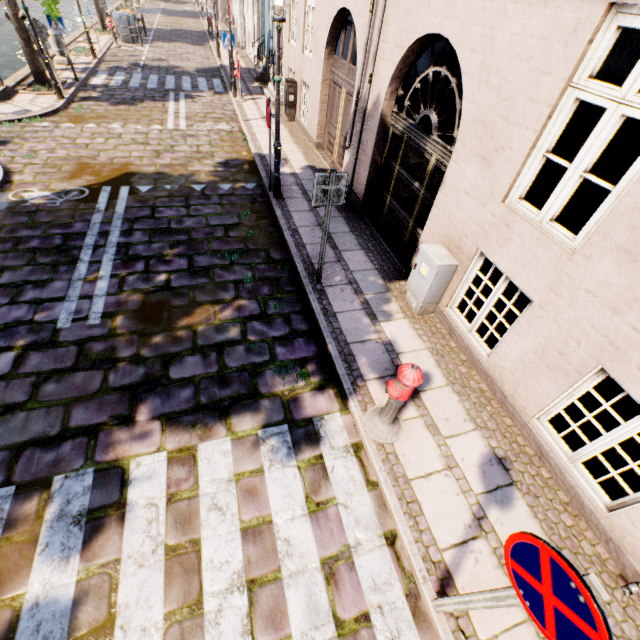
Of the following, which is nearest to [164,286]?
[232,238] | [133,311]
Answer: [133,311]

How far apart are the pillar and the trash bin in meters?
7.2

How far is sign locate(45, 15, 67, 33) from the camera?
11.16m

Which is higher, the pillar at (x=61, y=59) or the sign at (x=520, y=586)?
the sign at (x=520, y=586)

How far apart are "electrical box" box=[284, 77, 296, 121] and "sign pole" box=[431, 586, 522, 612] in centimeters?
1358cm

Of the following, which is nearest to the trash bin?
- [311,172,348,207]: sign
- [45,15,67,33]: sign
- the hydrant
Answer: [45,15,67,33]: sign

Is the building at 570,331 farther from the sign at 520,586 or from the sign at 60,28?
the sign at 60,28

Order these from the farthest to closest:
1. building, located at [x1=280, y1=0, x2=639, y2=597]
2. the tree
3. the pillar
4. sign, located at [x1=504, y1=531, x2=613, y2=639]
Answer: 1. the pillar
2. the tree
3. building, located at [x1=280, y1=0, x2=639, y2=597]
4. sign, located at [x1=504, y1=531, x2=613, y2=639]
